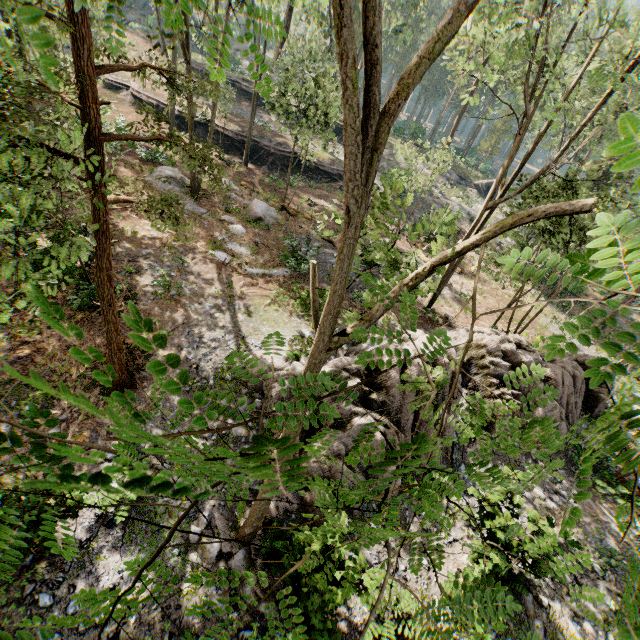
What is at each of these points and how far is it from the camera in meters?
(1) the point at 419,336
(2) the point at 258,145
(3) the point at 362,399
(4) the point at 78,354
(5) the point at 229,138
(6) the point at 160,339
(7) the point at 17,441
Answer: (1) rock, 12.5 m
(2) ground embankment, 29.9 m
(3) rock, 10.2 m
(4) foliage, 0.6 m
(5) ground embankment, 29.7 m
(6) foliage, 0.9 m
(7) foliage, 1.1 m

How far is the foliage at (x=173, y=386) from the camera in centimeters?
81cm

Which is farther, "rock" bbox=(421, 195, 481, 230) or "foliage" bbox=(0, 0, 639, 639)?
"rock" bbox=(421, 195, 481, 230)

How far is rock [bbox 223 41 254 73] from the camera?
50.40m

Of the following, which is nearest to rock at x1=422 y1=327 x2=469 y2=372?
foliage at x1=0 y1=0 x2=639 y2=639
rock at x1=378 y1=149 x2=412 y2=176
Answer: foliage at x1=0 y1=0 x2=639 y2=639

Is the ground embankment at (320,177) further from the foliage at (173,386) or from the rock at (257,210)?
the rock at (257,210)

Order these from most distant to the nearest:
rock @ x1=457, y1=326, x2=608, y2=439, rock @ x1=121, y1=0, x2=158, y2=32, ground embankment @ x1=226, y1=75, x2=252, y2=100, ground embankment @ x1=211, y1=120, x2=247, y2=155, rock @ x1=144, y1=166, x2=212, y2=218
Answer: rock @ x1=121, y1=0, x2=158, y2=32 → ground embankment @ x1=226, y1=75, x2=252, y2=100 → ground embankment @ x1=211, y1=120, x2=247, y2=155 → rock @ x1=144, y1=166, x2=212, y2=218 → rock @ x1=457, y1=326, x2=608, y2=439

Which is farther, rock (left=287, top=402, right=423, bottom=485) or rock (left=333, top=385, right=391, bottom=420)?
rock (left=333, top=385, right=391, bottom=420)
